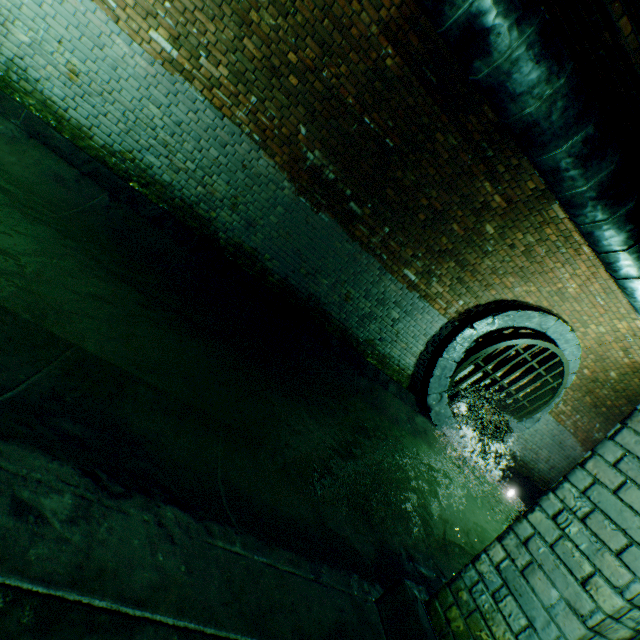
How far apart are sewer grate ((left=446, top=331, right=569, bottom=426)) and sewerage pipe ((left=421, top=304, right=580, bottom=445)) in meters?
0.0 m

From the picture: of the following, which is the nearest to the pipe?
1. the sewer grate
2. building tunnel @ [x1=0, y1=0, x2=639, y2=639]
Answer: building tunnel @ [x1=0, y1=0, x2=639, y2=639]

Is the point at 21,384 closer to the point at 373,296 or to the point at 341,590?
the point at 341,590

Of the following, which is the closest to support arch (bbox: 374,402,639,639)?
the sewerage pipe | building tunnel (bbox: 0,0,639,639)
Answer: building tunnel (bbox: 0,0,639,639)

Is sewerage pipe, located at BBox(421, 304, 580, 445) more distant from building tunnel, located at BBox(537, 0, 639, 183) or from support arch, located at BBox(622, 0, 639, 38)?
support arch, located at BBox(622, 0, 639, 38)

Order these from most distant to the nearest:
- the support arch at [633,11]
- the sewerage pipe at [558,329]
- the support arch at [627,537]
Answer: the sewerage pipe at [558,329] < the support arch at [633,11] < the support arch at [627,537]

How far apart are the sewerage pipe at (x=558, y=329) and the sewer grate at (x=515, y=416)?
0.0 meters
